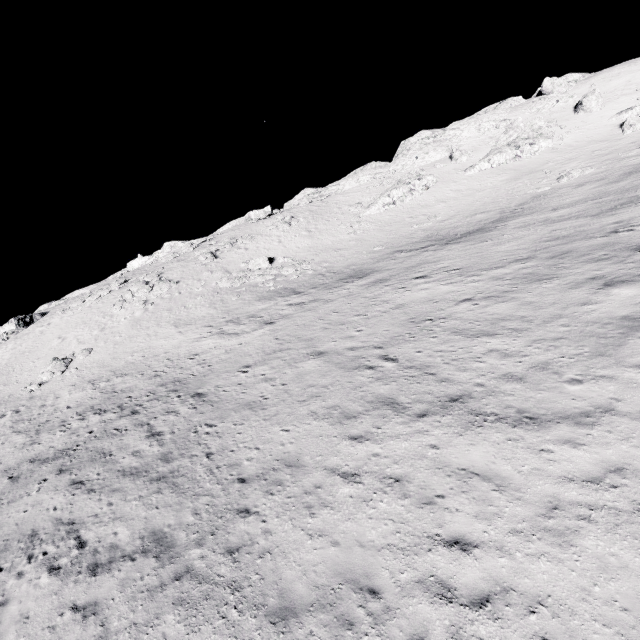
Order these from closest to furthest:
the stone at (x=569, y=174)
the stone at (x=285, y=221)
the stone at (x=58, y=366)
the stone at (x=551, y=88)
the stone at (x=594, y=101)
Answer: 1. the stone at (x=58, y=366)
2. the stone at (x=569, y=174)
3. the stone at (x=594, y=101)
4. the stone at (x=285, y=221)
5. the stone at (x=551, y=88)

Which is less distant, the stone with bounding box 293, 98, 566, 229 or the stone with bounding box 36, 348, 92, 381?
the stone with bounding box 36, 348, 92, 381

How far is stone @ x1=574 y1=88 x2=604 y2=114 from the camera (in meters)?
44.22

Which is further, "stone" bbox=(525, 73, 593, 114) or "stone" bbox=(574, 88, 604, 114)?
"stone" bbox=(525, 73, 593, 114)

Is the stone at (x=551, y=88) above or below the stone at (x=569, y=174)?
above

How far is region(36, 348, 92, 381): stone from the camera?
27.2 meters

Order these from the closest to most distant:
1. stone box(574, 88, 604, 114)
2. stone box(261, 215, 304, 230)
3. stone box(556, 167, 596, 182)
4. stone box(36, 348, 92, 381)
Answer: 1. stone box(36, 348, 92, 381)
2. stone box(556, 167, 596, 182)
3. stone box(574, 88, 604, 114)
4. stone box(261, 215, 304, 230)

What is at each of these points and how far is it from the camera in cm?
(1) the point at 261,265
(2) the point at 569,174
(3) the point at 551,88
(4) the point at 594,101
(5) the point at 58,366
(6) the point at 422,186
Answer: (1) stone, 3709
(2) stone, 3472
(3) stone, 5331
(4) stone, 4441
(5) stone, 2819
(6) stone, 4572
